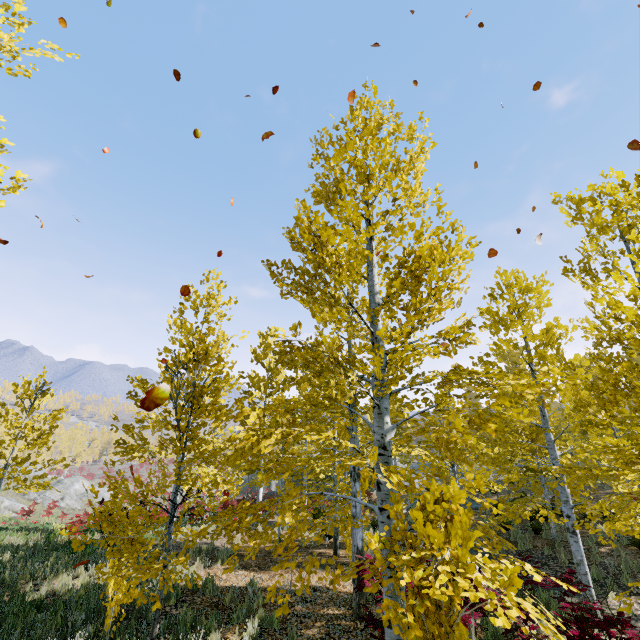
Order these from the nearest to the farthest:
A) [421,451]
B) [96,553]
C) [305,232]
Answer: [305,232]
[421,451]
[96,553]

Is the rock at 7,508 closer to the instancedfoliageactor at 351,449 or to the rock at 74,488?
the instancedfoliageactor at 351,449

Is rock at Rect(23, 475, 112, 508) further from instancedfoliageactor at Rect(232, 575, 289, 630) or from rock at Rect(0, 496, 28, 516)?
instancedfoliageactor at Rect(232, 575, 289, 630)

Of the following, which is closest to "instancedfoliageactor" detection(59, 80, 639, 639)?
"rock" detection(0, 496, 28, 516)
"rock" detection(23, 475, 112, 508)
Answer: "rock" detection(0, 496, 28, 516)

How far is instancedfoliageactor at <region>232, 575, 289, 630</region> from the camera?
3.05m

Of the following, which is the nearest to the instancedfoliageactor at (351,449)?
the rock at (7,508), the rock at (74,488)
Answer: the rock at (7,508)
